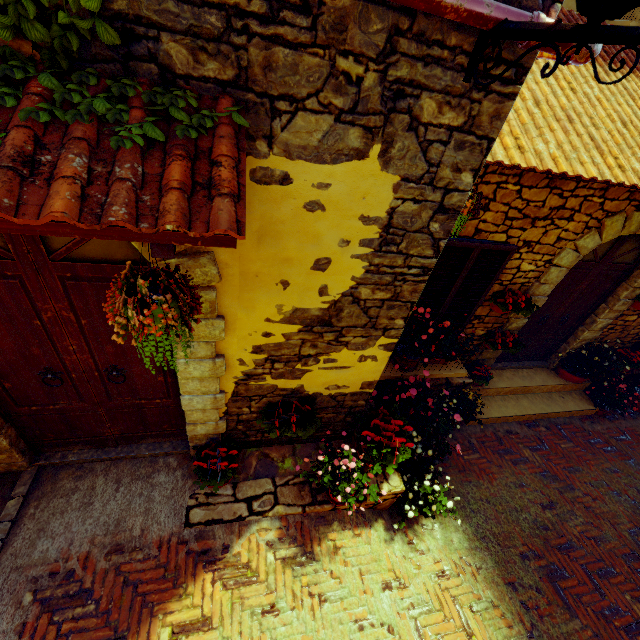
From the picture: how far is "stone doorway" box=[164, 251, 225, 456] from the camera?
2.1m

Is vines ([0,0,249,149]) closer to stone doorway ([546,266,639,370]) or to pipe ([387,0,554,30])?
pipe ([387,0,554,30])

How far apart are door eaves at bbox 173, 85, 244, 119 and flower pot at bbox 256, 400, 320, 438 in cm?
194

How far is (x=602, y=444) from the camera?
5.8m

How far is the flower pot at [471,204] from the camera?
2.9 meters

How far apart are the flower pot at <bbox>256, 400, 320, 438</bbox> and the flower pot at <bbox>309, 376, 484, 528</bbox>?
0.2 meters

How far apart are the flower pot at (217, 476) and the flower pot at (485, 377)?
3.0 meters

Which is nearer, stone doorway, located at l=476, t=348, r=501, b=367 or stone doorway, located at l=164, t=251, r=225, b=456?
stone doorway, located at l=164, t=251, r=225, b=456
